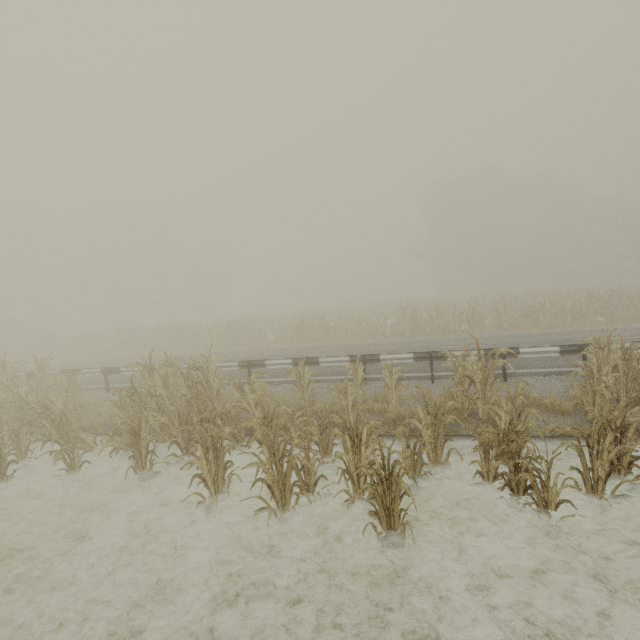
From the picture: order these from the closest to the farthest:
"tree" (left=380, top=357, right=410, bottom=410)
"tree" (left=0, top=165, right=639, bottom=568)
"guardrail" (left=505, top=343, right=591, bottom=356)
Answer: "tree" (left=0, top=165, right=639, bottom=568) → "tree" (left=380, top=357, right=410, bottom=410) → "guardrail" (left=505, top=343, right=591, bottom=356)

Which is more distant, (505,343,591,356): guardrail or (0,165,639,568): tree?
(505,343,591,356): guardrail

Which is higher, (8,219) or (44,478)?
(8,219)

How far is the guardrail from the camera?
9.0 meters

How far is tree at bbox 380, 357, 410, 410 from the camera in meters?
7.7

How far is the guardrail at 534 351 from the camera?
9.0m

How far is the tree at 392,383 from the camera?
7.7m
